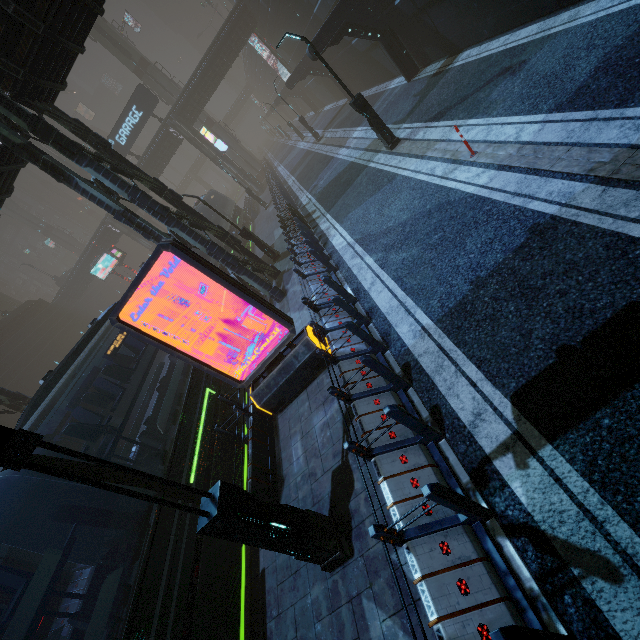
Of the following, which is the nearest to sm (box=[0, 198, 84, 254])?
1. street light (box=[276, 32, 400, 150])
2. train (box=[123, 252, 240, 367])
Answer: train (box=[123, 252, 240, 367])

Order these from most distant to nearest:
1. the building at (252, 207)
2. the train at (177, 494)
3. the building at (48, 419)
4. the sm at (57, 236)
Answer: the sm at (57, 236) < the building at (252, 207) < the building at (48, 419) < the train at (177, 494)

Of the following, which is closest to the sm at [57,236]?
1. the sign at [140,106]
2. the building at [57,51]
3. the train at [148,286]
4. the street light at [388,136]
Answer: the building at [57,51]

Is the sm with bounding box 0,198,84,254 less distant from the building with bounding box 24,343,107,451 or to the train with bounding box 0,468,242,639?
the building with bounding box 24,343,107,451

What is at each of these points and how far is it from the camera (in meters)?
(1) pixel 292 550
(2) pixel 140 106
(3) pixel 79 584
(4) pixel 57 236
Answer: (1) street light, 4.76
(2) sign, 30.98
(3) building, 12.59
(4) sm, 55.59

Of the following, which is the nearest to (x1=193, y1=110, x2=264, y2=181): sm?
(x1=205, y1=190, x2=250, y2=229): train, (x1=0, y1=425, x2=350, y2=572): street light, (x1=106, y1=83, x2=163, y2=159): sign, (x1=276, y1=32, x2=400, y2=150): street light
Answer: (x1=205, y1=190, x2=250, y2=229): train

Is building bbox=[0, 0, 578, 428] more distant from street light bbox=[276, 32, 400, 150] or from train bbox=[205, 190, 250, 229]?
street light bbox=[276, 32, 400, 150]

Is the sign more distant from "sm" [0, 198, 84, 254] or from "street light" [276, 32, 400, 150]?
"street light" [276, 32, 400, 150]
